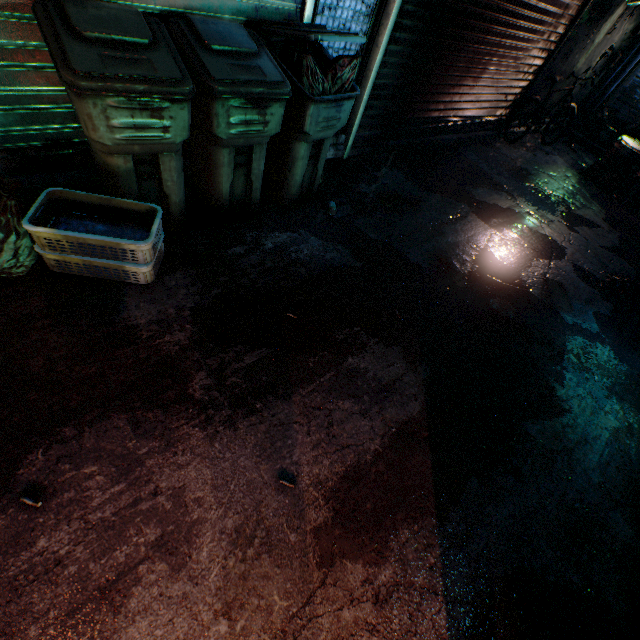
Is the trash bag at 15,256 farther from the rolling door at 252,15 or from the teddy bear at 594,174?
the teddy bear at 594,174

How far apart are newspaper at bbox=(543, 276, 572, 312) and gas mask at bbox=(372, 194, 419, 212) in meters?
1.5

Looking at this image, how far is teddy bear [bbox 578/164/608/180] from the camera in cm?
539

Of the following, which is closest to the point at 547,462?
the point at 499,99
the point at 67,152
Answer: the point at 67,152

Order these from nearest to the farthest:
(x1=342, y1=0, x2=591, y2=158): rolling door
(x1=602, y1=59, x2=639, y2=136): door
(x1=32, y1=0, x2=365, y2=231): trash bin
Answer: (x1=32, y1=0, x2=365, y2=231): trash bin
(x1=342, y1=0, x2=591, y2=158): rolling door
(x1=602, y1=59, x2=639, y2=136): door

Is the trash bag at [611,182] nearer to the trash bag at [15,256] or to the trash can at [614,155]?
the trash can at [614,155]

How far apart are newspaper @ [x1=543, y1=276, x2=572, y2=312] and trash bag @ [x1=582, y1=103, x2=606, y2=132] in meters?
5.9 m

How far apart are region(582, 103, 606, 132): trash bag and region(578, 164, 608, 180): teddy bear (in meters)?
2.06
